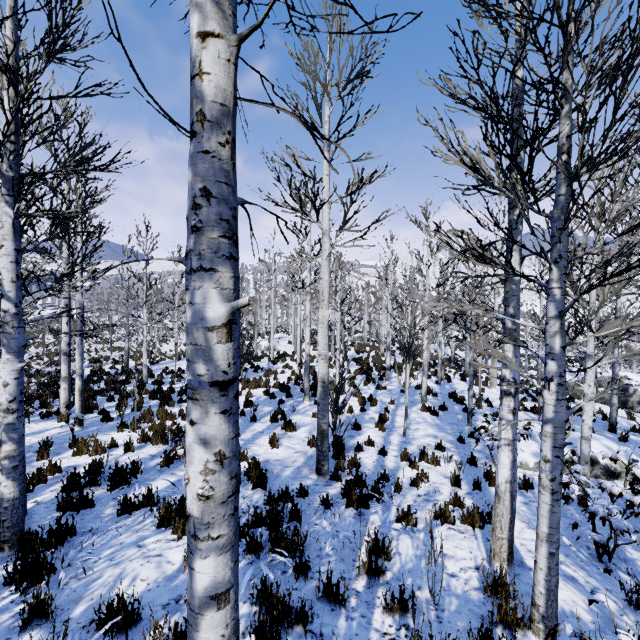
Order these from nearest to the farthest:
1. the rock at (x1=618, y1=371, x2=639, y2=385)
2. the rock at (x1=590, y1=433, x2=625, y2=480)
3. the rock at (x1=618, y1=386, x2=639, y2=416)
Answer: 1. the rock at (x1=590, y1=433, x2=625, y2=480)
2. the rock at (x1=618, y1=386, x2=639, y2=416)
3. the rock at (x1=618, y1=371, x2=639, y2=385)

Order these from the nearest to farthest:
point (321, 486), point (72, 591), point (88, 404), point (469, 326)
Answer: point (72, 591) < point (321, 486) < point (88, 404) < point (469, 326)

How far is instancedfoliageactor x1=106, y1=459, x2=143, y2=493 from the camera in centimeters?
595cm

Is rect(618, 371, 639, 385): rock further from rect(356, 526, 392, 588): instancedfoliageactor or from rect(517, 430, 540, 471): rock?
rect(517, 430, 540, 471): rock

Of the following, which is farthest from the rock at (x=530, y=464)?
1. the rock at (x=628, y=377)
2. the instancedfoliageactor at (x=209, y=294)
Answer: the rock at (x=628, y=377)

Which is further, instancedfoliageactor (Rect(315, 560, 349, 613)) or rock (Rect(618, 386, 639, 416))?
rock (Rect(618, 386, 639, 416))

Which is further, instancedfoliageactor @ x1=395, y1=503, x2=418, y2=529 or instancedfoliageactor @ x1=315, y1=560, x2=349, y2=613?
instancedfoliageactor @ x1=395, y1=503, x2=418, y2=529
